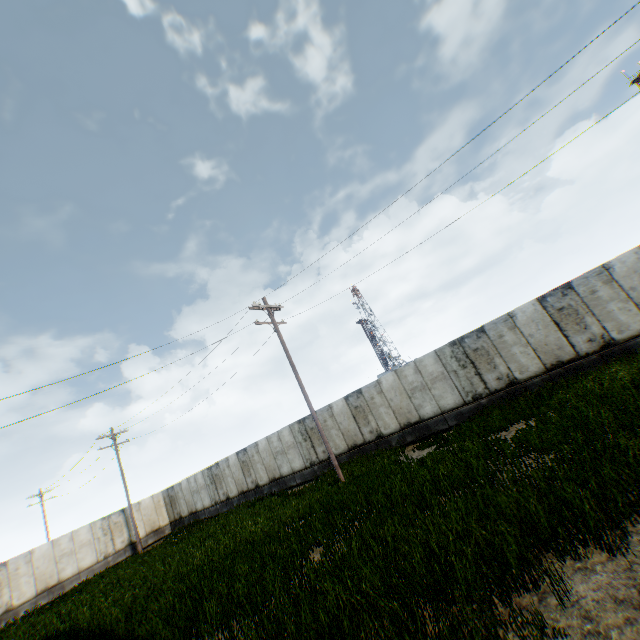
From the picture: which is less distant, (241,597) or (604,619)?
(604,619)
